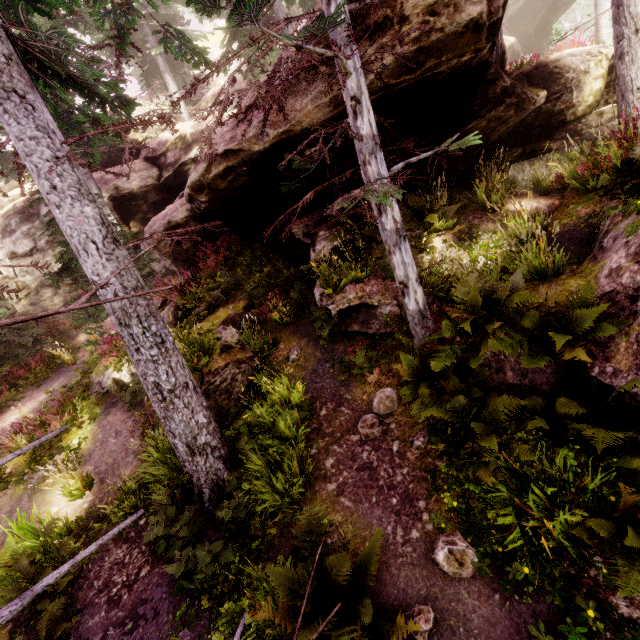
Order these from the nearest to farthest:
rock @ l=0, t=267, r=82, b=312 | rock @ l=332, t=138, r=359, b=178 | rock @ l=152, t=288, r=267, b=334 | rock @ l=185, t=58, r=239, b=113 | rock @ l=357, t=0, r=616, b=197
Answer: rock @ l=357, t=0, r=616, b=197 → rock @ l=332, t=138, r=359, b=178 → rock @ l=152, t=288, r=267, b=334 → rock @ l=0, t=267, r=82, b=312 → rock @ l=185, t=58, r=239, b=113

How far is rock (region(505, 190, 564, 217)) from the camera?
8.3m

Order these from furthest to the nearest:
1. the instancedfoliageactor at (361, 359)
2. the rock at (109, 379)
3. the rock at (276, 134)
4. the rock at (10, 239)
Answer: the rock at (10, 239), the rock at (109, 379), the instancedfoliageactor at (361, 359), the rock at (276, 134)

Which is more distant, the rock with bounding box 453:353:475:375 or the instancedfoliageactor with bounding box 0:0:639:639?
the rock with bounding box 453:353:475:375

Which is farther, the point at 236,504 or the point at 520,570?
the point at 236,504

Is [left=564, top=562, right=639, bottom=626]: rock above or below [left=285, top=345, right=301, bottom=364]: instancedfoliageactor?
below

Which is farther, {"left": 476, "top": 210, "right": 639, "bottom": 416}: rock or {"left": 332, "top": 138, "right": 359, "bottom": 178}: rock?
{"left": 332, "top": 138, "right": 359, "bottom": 178}: rock

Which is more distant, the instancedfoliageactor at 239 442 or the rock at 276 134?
the rock at 276 134
